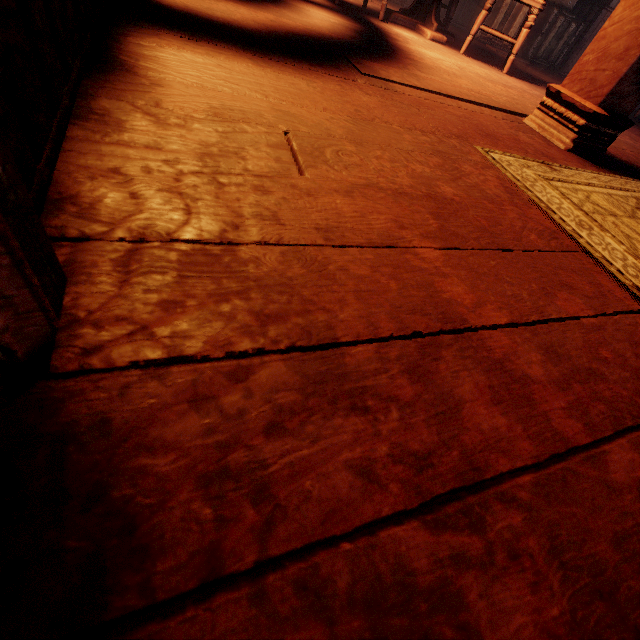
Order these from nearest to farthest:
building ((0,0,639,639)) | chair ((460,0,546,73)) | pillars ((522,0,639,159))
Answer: building ((0,0,639,639)), pillars ((522,0,639,159)), chair ((460,0,546,73))

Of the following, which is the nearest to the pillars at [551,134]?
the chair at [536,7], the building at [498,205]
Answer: the building at [498,205]

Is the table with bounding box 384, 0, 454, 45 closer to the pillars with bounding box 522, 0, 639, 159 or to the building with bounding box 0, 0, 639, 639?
the building with bounding box 0, 0, 639, 639

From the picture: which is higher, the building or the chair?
the chair

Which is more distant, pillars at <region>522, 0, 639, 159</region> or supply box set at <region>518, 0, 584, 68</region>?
supply box set at <region>518, 0, 584, 68</region>

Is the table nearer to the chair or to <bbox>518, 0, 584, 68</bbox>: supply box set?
the chair

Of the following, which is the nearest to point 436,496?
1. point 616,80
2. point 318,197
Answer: point 318,197

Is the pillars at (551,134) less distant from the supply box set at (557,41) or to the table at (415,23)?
the table at (415,23)
